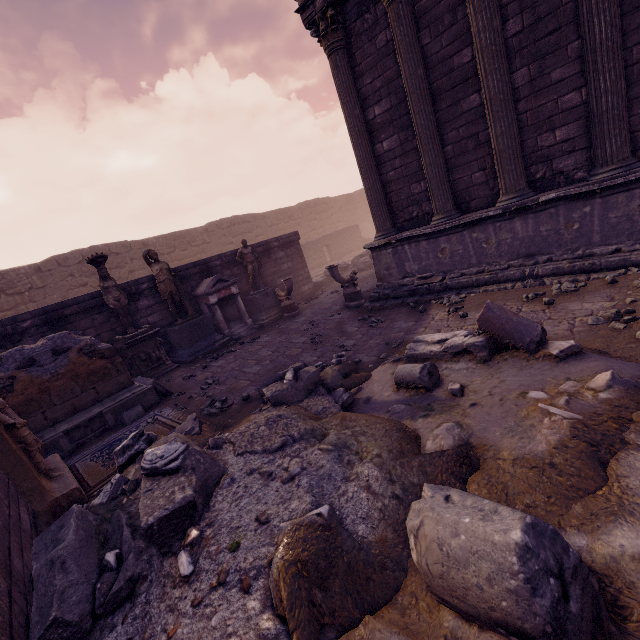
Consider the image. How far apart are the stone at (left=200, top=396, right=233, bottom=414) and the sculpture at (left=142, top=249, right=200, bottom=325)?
4.06m

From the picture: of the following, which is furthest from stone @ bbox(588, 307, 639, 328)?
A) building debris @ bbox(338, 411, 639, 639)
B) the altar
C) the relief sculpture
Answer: the altar

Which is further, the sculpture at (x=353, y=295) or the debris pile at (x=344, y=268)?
the debris pile at (x=344, y=268)

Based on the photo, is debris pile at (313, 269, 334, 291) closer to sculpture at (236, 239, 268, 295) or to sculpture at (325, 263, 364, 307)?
sculpture at (236, 239, 268, 295)

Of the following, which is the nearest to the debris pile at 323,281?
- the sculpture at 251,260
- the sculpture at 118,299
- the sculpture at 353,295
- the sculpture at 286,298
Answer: the sculpture at 251,260

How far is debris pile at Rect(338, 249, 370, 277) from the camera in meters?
15.2

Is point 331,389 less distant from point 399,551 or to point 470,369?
point 470,369

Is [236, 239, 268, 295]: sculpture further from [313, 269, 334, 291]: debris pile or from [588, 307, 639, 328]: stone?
[588, 307, 639, 328]: stone
